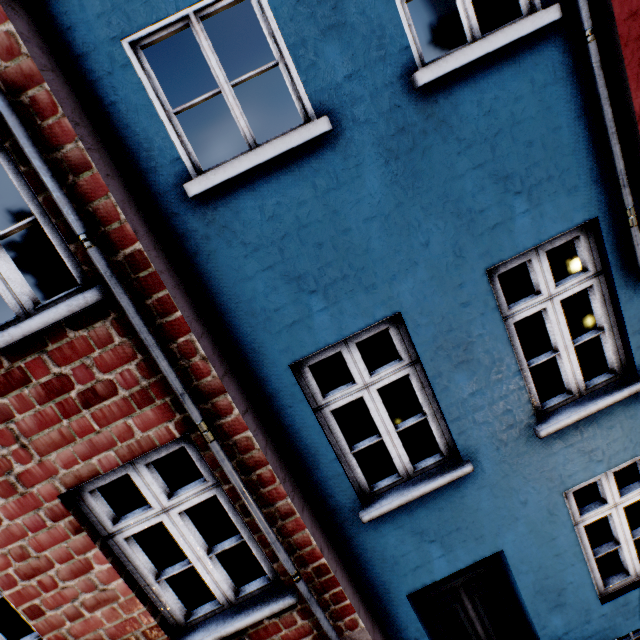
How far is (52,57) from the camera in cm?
217
